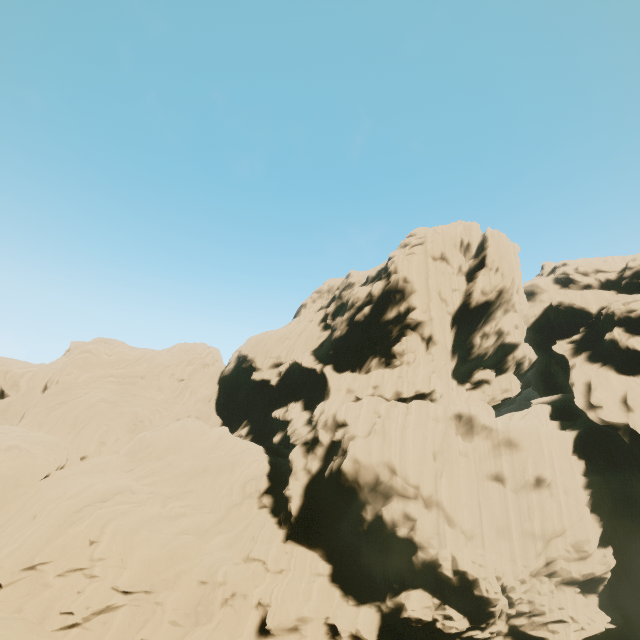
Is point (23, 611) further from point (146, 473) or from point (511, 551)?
point (511, 551)
